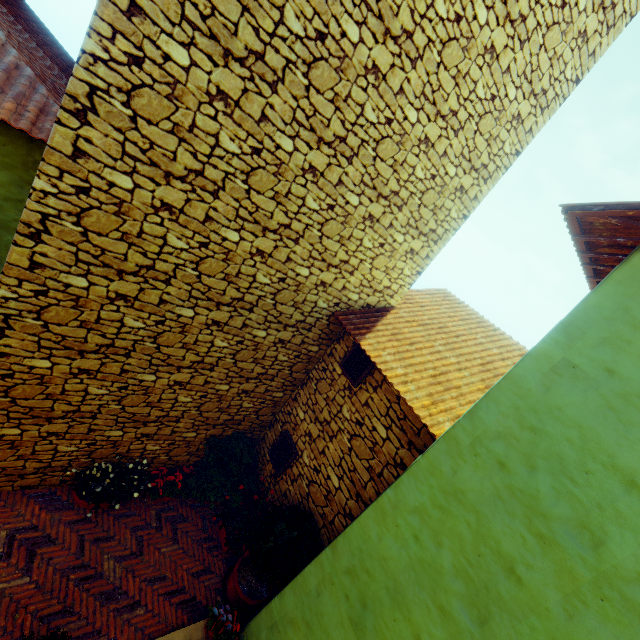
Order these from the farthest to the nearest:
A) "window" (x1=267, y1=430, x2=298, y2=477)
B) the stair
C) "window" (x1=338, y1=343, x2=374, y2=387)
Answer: "window" (x1=267, y1=430, x2=298, y2=477) → "window" (x1=338, y1=343, x2=374, y2=387) → the stair

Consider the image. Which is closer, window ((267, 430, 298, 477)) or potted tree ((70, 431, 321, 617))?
potted tree ((70, 431, 321, 617))

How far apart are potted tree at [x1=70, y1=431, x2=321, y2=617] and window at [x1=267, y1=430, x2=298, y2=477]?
0.4m

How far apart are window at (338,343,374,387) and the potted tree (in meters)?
2.44

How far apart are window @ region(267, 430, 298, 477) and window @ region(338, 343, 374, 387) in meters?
1.8 m

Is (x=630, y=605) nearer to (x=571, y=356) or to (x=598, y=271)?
(x=571, y=356)

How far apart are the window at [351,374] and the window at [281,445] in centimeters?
179cm

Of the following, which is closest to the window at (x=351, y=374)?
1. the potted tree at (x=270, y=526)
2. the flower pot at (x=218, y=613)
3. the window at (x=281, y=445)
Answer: the window at (x=281, y=445)
